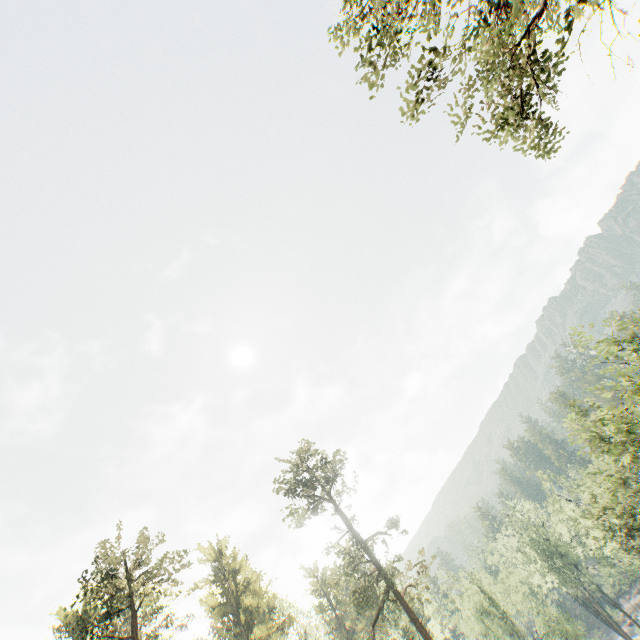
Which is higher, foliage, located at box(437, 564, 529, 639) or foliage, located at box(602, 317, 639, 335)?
foliage, located at box(602, 317, 639, 335)

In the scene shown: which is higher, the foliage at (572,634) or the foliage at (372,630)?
the foliage at (372,630)

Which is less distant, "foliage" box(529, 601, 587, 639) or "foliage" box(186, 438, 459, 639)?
"foliage" box(186, 438, 459, 639)

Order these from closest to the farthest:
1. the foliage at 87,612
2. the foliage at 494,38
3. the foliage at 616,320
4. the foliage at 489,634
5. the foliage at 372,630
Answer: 1. the foliage at 494,38
2. the foliage at 616,320
3. the foliage at 87,612
4. the foliage at 372,630
5. the foliage at 489,634

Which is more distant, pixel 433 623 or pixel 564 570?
pixel 564 570

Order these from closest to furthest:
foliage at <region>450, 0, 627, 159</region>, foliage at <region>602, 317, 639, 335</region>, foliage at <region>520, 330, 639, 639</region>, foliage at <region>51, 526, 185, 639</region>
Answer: foliage at <region>450, 0, 627, 159</region> < foliage at <region>602, 317, 639, 335</region> < foliage at <region>520, 330, 639, 639</region> < foliage at <region>51, 526, 185, 639</region>
